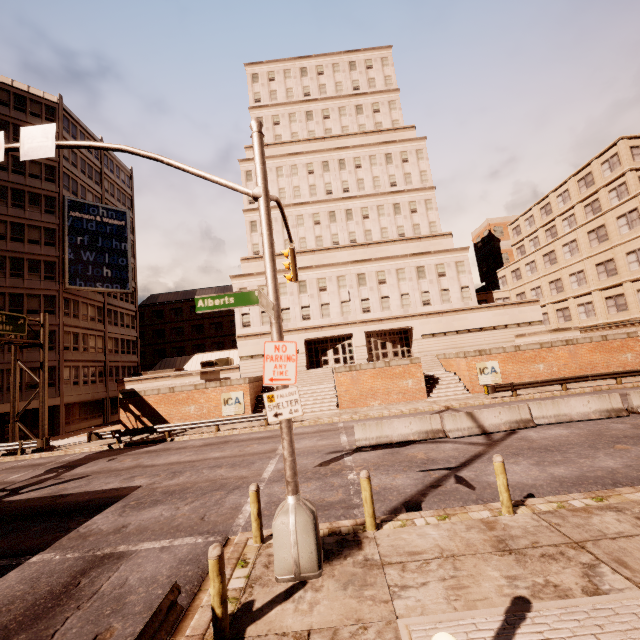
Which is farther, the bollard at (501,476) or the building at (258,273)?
the building at (258,273)

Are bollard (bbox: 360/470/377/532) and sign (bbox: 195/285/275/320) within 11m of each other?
yes

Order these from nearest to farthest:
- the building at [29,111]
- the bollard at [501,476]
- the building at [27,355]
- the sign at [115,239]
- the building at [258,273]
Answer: the bollard at [501,476], the building at [27,355], the building at [29,111], the sign at [115,239], the building at [258,273]

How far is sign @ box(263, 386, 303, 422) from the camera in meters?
6.3

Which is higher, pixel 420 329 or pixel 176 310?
pixel 176 310

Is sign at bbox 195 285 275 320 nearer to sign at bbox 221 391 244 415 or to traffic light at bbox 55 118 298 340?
traffic light at bbox 55 118 298 340

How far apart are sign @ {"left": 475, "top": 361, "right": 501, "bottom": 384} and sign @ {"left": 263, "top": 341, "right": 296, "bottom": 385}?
23.10m

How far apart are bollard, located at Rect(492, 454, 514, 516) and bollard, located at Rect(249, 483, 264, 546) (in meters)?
5.27
